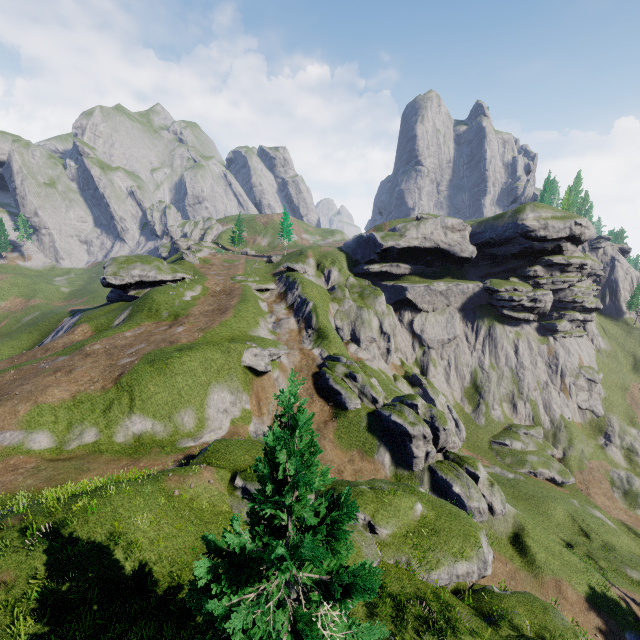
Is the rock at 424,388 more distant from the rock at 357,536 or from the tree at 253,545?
the tree at 253,545

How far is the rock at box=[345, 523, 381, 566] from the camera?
15.1m

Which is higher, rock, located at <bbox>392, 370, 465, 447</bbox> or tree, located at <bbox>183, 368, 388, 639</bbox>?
tree, located at <bbox>183, 368, 388, 639</bbox>

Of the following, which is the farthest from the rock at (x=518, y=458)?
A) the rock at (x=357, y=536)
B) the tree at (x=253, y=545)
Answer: the tree at (x=253, y=545)

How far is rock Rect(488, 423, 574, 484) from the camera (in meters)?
49.12

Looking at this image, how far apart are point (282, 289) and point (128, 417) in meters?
34.3 m

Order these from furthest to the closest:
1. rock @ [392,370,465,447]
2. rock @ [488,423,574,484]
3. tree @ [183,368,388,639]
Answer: rock @ [392,370,465,447] → rock @ [488,423,574,484] → tree @ [183,368,388,639]

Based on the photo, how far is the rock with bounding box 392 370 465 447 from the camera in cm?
5234
